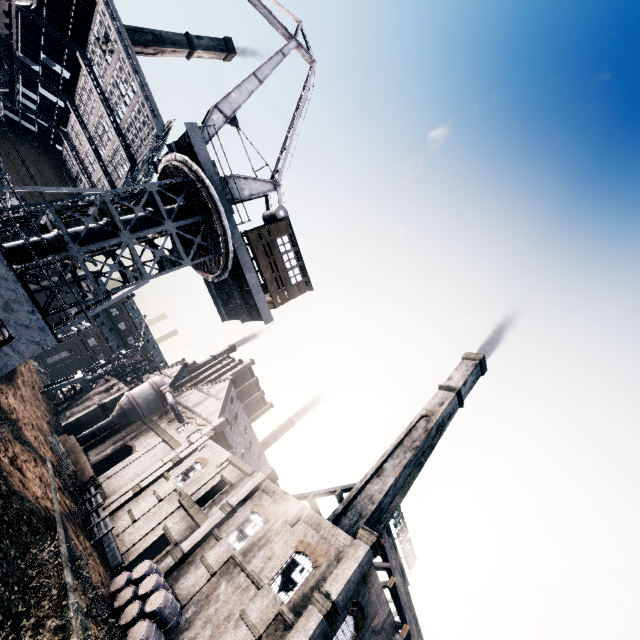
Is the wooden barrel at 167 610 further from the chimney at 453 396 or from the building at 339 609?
the chimney at 453 396

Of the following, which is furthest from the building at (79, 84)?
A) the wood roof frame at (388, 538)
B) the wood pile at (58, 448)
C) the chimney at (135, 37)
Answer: the chimney at (135, 37)

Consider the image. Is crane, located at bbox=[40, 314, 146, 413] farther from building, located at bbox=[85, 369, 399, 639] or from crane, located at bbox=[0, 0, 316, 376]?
crane, located at bbox=[0, 0, 316, 376]

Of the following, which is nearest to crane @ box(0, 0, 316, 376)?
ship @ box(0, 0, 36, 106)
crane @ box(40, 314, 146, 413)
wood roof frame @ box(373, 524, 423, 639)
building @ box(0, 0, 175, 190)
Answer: ship @ box(0, 0, 36, 106)

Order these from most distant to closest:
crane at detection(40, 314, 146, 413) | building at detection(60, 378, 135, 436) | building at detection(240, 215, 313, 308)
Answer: crane at detection(40, 314, 146, 413)
building at detection(60, 378, 135, 436)
building at detection(240, 215, 313, 308)

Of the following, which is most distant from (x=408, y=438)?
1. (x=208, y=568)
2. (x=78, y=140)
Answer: (x=78, y=140)

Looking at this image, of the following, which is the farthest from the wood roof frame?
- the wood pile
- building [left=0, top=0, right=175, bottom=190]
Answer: the wood pile

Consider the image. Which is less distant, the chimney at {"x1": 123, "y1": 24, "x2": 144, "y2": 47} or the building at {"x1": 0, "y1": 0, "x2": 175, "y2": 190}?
the building at {"x1": 0, "y1": 0, "x2": 175, "y2": 190}
